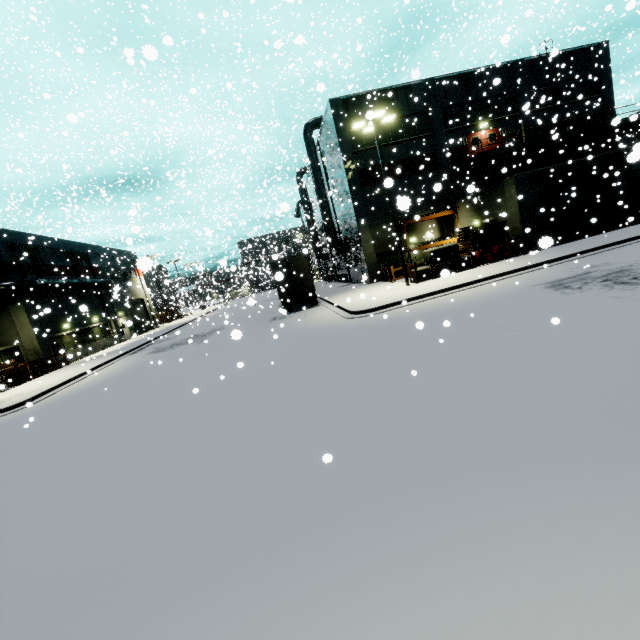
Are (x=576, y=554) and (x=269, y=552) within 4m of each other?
yes

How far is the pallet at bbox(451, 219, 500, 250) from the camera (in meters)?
21.92

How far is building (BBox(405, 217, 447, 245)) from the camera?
27.6 meters

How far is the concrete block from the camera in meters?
19.9 m

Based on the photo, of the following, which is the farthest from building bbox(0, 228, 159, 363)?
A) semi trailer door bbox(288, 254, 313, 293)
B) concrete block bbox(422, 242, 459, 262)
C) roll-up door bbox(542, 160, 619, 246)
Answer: semi trailer door bbox(288, 254, 313, 293)

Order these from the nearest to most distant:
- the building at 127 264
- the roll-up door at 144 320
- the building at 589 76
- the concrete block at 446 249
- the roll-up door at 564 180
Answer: the concrete block at 446 249 → the roll-up door at 564 180 → the building at 127 264 → the building at 589 76 → the roll-up door at 144 320

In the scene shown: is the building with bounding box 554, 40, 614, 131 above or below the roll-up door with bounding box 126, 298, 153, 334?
above

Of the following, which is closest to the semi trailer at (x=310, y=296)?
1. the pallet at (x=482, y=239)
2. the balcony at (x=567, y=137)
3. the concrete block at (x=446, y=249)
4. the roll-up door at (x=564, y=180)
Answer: the balcony at (x=567, y=137)
